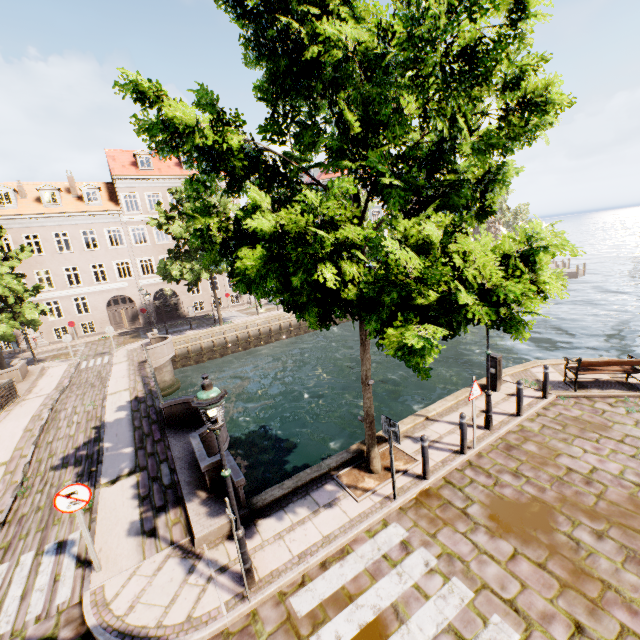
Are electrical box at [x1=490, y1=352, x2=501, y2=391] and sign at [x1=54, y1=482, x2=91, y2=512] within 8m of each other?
no

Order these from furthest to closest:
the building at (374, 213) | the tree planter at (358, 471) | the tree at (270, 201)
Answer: the building at (374, 213) → the tree planter at (358, 471) → the tree at (270, 201)

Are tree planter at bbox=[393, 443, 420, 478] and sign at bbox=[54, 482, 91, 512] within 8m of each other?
yes

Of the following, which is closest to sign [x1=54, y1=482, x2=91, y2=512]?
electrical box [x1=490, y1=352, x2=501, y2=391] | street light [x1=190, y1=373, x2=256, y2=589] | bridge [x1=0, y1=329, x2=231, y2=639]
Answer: bridge [x1=0, y1=329, x2=231, y2=639]

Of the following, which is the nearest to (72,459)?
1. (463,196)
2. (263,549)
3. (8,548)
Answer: (8,548)

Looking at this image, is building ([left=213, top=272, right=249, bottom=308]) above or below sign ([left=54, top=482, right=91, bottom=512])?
above

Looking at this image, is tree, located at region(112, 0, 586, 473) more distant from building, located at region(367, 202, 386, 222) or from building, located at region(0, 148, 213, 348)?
building, located at region(367, 202, 386, 222)

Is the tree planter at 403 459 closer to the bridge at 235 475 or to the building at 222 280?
the bridge at 235 475
